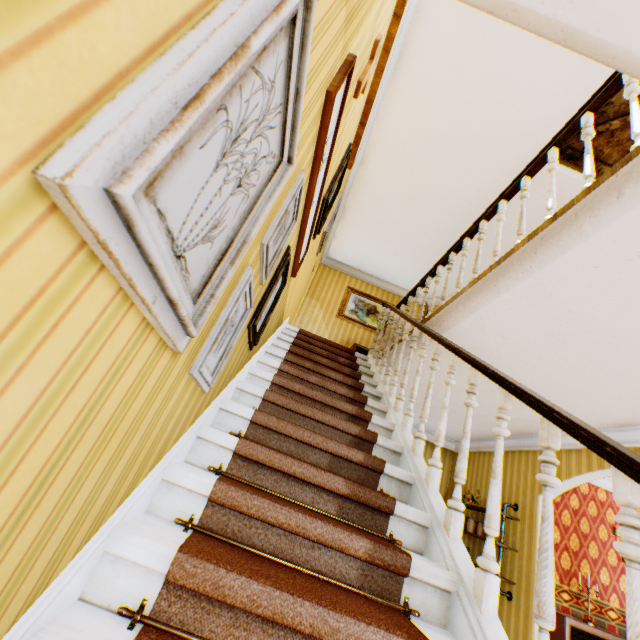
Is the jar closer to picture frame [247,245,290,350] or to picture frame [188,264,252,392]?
picture frame [247,245,290,350]

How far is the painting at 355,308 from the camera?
8.4 meters

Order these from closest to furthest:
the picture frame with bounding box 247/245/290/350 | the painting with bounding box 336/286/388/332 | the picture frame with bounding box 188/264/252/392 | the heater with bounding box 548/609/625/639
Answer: the picture frame with bounding box 188/264/252/392 → the picture frame with bounding box 247/245/290/350 → the heater with bounding box 548/609/625/639 → the painting with bounding box 336/286/388/332

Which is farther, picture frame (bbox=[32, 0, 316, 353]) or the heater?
the heater

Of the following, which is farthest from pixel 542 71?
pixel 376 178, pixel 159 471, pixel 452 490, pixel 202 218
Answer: pixel 452 490

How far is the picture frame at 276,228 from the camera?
1.7m

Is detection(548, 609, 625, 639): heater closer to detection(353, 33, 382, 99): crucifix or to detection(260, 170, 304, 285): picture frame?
detection(260, 170, 304, 285): picture frame

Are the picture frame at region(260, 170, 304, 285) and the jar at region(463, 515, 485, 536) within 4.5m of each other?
no
